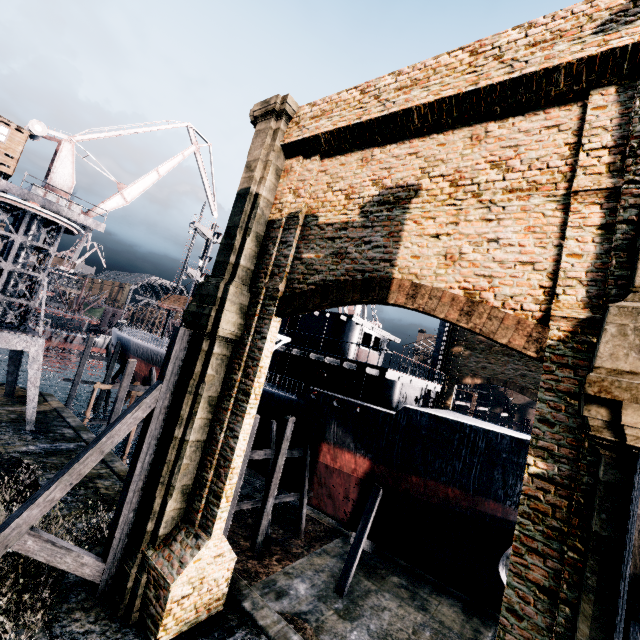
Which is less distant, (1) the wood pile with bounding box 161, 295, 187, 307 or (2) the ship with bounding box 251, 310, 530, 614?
(2) the ship with bounding box 251, 310, 530, 614

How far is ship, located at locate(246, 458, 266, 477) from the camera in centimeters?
2370cm

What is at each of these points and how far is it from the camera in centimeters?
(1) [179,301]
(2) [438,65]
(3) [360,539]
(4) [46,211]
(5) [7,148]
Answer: (1) wood pile, 3244cm
(2) building, 930cm
(3) wooden scaffolding, 1719cm
(4) crane, 2086cm
(5) building, 1984cm

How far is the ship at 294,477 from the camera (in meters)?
21.39

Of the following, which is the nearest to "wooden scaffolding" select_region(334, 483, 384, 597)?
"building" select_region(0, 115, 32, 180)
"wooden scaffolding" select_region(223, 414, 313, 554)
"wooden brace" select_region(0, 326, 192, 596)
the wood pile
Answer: "wooden scaffolding" select_region(223, 414, 313, 554)

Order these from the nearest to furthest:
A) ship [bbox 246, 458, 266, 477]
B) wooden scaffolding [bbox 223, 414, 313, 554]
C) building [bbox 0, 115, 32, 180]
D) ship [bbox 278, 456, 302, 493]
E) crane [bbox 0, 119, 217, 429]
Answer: wooden scaffolding [bbox 223, 414, 313, 554] < building [bbox 0, 115, 32, 180] < crane [bbox 0, 119, 217, 429] < ship [bbox 278, 456, 302, 493] < ship [bbox 246, 458, 266, 477]

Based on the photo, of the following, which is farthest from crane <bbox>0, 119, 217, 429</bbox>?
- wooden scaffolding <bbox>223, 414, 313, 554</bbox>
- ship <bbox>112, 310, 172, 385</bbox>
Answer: wooden scaffolding <bbox>223, 414, 313, 554</bbox>
